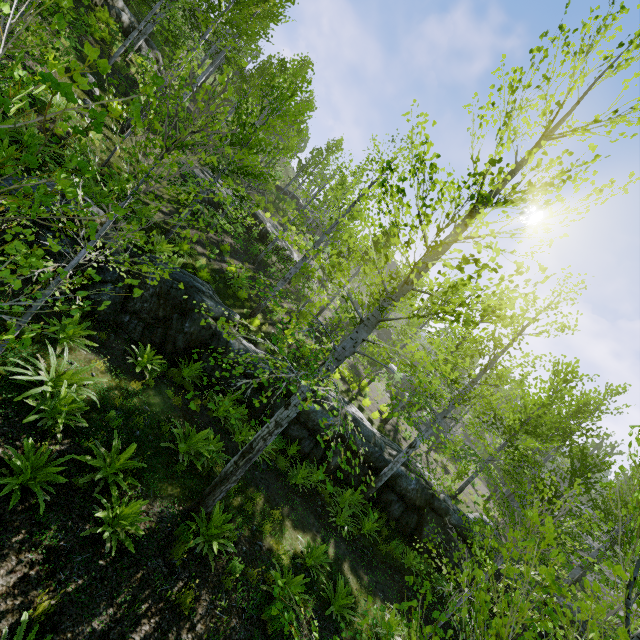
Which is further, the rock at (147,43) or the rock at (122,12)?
the rock at (147,43)

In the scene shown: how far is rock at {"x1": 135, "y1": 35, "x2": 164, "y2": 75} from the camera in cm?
1642

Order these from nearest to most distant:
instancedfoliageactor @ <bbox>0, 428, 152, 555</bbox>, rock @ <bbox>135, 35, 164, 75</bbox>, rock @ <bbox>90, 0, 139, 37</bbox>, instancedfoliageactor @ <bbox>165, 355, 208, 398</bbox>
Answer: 1. instancedfoliageactor @ <bbox>0, 428, 152, 555</bbox>
2. instancedfoliageactor @ <bbox>165, 355, 208, 398</bbox>
3. rock @ <bbox>90, 0, 139, 37</bbox>
4. rock @ <bbox>135, 35, 164, 75</bbox>

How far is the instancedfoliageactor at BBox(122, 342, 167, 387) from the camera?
7.9 meters

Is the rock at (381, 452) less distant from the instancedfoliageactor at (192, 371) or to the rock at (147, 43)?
the instancedfoliageactor at (192, 371)

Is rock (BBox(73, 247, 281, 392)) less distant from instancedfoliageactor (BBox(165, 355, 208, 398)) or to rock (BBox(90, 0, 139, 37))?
instancedfoliageactor (BBox(165, 355, 208, 398))

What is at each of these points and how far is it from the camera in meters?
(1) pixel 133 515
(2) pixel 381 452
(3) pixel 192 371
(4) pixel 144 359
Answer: (1) instancedfoliageactor, 5.0 m
(2) rock, 12.4 m
(3) instancedfoliageactor, 9.6 m
(4) instancedfoliageactor, 7.9 m
